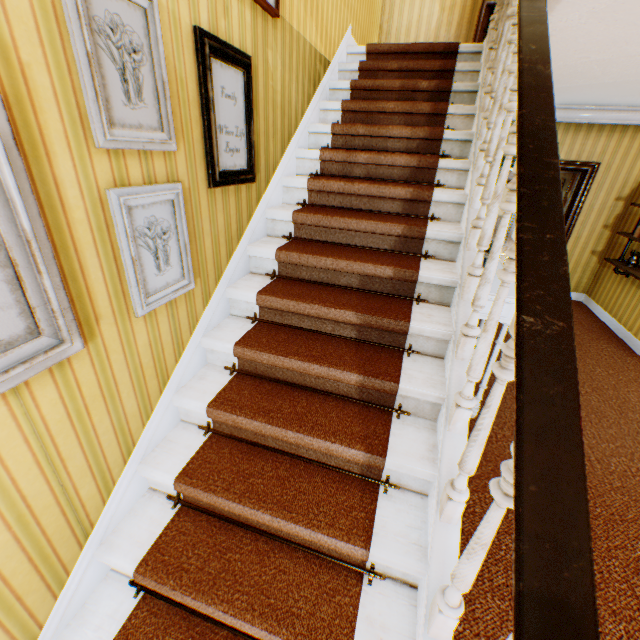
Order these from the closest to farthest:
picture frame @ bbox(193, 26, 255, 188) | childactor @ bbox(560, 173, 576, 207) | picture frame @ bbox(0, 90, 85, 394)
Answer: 1. picture frame @ bbox(0, 90, 85, 394)
2. picture frame @ bbox(193, 26, 255, 188)
3. childactor @ bbox(560, 173, 576, 207)

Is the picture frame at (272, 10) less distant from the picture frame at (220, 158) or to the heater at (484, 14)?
the picture frame at (220, 158)

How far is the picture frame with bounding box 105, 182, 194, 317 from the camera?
1.4m

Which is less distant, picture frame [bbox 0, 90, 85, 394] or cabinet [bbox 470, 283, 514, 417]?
picture frame [bbox 0, 90, 85, 394]

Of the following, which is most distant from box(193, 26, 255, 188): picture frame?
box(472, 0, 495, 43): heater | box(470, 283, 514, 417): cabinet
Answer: box(472, 0, 495, 43): heater

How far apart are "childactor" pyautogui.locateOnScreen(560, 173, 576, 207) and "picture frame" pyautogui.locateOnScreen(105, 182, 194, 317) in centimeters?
679cm

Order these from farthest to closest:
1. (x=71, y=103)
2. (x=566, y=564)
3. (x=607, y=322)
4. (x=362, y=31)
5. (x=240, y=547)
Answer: (x=607, y=322) → (x=362, y=31) → (x=240, y=547) → (x=71, y=103) → (x=566, y=564)

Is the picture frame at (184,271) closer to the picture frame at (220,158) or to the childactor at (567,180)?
the picture frame at (220,158)
